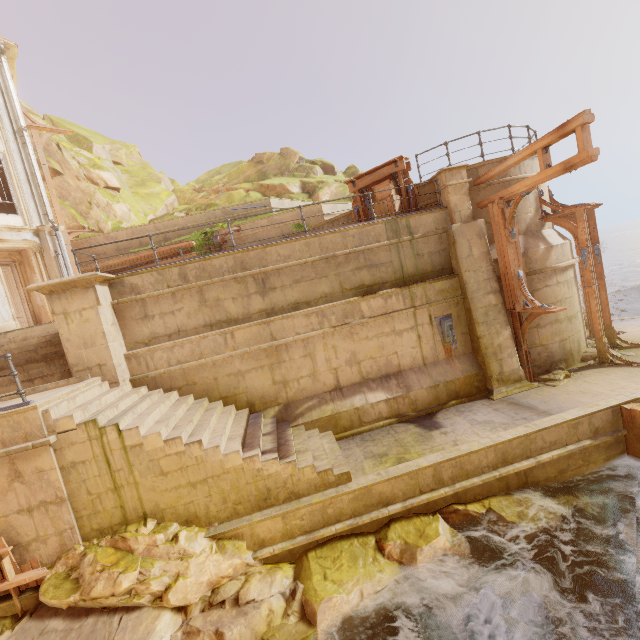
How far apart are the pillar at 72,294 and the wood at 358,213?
7.1 meters

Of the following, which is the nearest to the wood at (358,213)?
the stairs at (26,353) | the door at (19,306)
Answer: the stairs at (26,353)

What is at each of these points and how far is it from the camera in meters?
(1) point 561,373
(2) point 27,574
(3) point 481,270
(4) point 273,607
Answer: (1) rubble, 9.7 m
(2) wood, 5.9 m
(3) pillar, 9.8 m
(4) rock, 5.9 m

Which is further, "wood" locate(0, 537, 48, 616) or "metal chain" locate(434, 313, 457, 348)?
"metal chain" locate(434, 313, 457, 348)

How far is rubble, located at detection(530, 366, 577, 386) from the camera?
9.5m

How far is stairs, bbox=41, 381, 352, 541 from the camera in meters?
6.2

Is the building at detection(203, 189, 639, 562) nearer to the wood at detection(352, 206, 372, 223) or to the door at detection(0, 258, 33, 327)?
the wood at detection(352, 206, 372, 223)

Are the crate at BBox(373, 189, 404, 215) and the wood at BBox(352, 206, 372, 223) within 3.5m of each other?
yes
